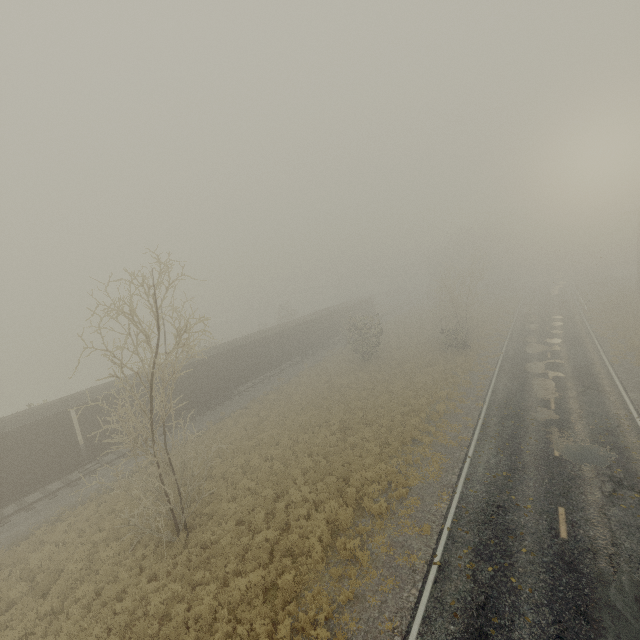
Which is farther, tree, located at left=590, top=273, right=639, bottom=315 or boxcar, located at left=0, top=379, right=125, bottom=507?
tree, located at left=590, top=273, right=639, bottom=315

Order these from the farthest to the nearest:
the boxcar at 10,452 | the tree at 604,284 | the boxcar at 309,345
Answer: the tree at 604,284 < the boxcar at 309,345 < the boxcar at 10,452

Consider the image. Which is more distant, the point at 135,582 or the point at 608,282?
the point at 608,282

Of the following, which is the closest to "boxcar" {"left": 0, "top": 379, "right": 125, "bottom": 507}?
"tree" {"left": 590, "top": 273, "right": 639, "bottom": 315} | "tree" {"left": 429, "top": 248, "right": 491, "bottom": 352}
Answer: "tree" {"left": 429, "top": 248, "right": 491, "bottom": 352}

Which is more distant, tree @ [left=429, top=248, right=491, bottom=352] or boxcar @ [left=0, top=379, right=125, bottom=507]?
tree @ [left=429, top=248, right=491, bottom=352]

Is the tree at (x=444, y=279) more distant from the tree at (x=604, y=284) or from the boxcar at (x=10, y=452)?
the tree at (x=604, y=284)

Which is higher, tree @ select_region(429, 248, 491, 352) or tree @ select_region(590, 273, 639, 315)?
tree @ select_region(429, 248, 491, 352)
